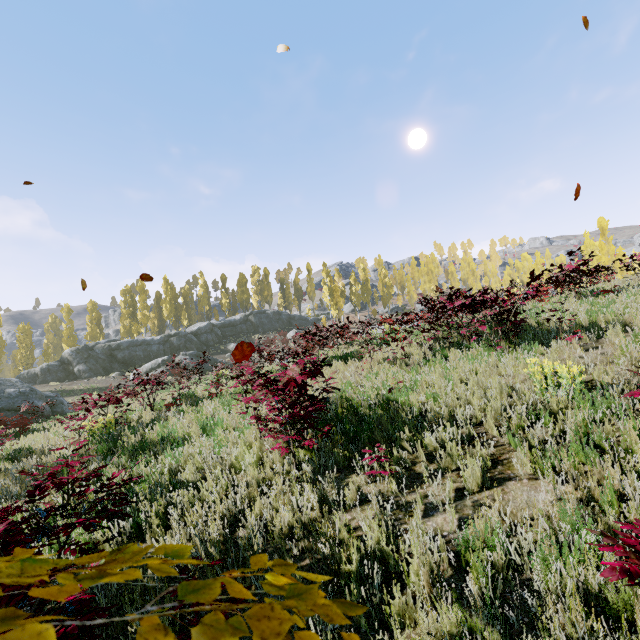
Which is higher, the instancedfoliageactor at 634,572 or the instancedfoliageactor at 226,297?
the instancedfoliageactor at 226,297

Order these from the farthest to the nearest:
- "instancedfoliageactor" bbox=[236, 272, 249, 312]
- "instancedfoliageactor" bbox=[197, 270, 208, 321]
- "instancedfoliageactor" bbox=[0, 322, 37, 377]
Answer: "instancedfoliageactor" bbox=[236, 272, 249, 312] < "instancedfoliageactor" bbox=[197, 270, 208, 321] < "instancedfoliageactor" bbox=[0, 322, 37, 377]

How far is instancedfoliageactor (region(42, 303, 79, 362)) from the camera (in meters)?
41.06

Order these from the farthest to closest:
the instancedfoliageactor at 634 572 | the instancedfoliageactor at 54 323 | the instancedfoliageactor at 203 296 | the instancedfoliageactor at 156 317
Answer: the instancedfoliageactor at 203 296 < the instancedfoliageactor at 156 317 < the instancedfoliageactor at 54 323 < the instancedfoliageactor at 634 572

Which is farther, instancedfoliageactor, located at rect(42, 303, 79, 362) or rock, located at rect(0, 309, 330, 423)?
instancedfoliageactor, located at rect(42, 303, 79, 362)

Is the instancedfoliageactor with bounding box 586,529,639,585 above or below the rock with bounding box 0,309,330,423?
below

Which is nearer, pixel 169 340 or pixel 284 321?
pixel 169 340
